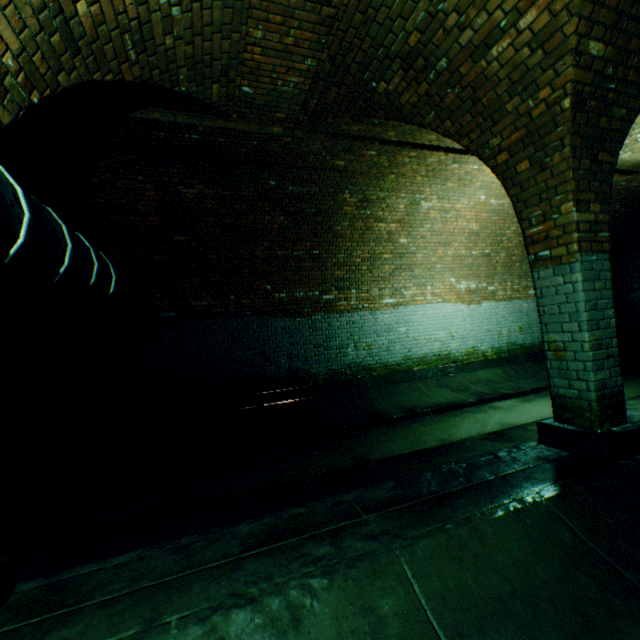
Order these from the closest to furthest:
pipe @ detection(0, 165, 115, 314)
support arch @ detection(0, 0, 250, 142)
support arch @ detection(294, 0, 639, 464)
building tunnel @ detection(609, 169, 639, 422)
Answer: pipe @ detection(0, 165, 115, 314)
support arch @ detection(0, 0, 250, 142)
support arch @ detection(294, 0, 639, 464)
building tunnel @ detection(609, 169, 639, 422)

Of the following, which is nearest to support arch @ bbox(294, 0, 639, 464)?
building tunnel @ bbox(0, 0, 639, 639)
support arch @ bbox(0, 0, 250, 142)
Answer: building tunnel @ bbox(0, 0, 639, 639)

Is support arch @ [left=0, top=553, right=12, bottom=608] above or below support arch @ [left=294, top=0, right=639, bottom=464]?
below

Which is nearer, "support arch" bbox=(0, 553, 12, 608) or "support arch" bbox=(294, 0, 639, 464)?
"support arch" bbox=(0, 553, 12, 608)

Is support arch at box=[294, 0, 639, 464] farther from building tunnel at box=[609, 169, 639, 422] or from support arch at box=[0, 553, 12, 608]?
support arch at box=[0, 553, 12, 608]

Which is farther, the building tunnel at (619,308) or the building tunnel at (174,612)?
the building tunnel at (619,308)

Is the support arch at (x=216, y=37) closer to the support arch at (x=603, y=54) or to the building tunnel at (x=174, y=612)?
the building tunnel at (x=174, y=612)

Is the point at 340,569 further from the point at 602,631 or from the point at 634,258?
the point at 634,258
